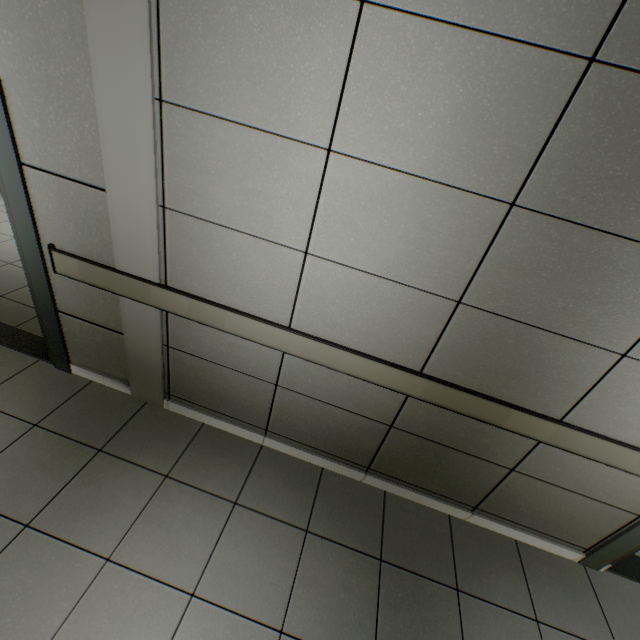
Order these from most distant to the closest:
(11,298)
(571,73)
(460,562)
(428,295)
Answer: (11,298), (460,562), (428,295), (571,73)
